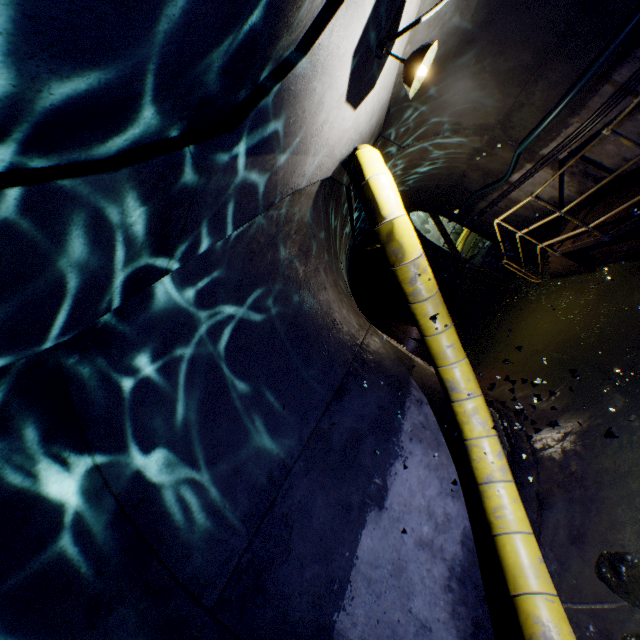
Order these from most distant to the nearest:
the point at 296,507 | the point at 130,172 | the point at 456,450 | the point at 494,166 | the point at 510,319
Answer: the point at 510,319, the point at 494,166, the point at 456,450, the point at 296,507, the point at 130,172

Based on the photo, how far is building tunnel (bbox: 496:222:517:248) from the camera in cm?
947

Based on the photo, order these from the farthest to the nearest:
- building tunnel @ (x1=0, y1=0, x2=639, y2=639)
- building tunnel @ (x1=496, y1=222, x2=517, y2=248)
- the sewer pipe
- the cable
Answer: building tunnel @ (x1=496, y1=222, x2=517, y2=248) → the sewer pipe → the cable → building tunnel @ (x1=0, y1=0, x2=639, y2=639)

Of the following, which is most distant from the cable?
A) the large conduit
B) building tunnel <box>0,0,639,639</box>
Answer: the large conduit

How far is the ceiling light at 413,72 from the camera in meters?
2.9

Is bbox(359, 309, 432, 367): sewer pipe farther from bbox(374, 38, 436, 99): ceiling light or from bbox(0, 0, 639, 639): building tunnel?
bbox(374, 38, 436, 99): ceiling light

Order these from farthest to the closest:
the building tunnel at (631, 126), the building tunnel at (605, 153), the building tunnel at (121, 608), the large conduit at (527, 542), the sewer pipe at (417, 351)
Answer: the sewer pipe at (417, 351)
the building tunnel at (605, 153)
the building tunnel at (631, 126)
the large conduit at (527, 542)
the building tunnel at (121, 608)
